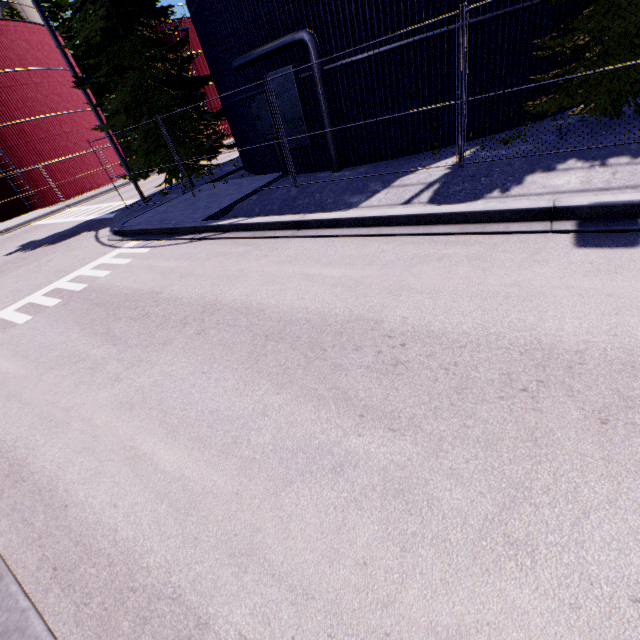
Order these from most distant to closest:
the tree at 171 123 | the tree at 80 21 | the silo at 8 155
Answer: the silo at 8 155 → the tree at 171 123 → the tree at 80 21

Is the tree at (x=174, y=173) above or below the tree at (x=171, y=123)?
below

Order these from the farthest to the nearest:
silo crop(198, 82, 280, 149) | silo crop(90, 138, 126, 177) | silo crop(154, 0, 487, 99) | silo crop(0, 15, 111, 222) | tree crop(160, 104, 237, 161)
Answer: silo crop(90, 138, 126, 177) < silo crop(0, 15, 111, 222) < tree crop(160, 104, 237, 161) < silo crop(198, 82, 280, 149) < silo crop(154, 0, 487, 99)

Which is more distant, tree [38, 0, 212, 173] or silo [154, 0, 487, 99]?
tree [38, 0, 212, 173]

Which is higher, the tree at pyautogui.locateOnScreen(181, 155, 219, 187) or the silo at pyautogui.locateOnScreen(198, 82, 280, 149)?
the silo at pyautogui.locateOnScreen(198, 82, 280, 149)

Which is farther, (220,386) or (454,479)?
→ (220,386)

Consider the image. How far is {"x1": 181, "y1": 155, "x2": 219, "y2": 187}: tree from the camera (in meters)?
15.23

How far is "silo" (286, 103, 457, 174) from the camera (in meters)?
10.13
